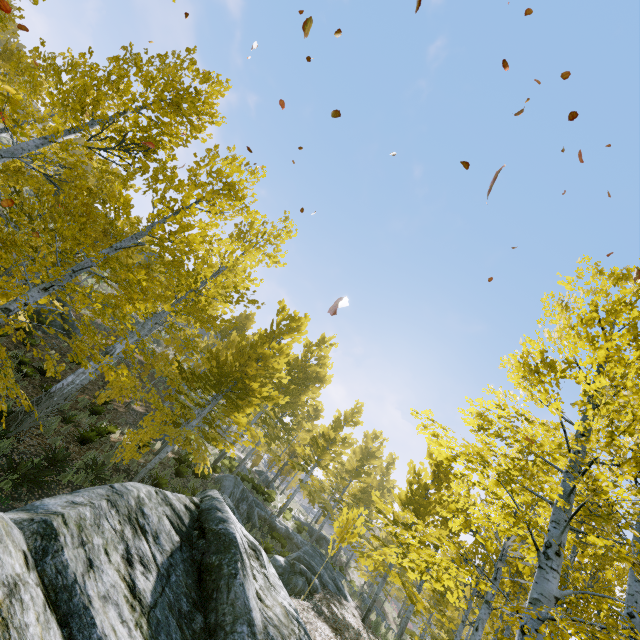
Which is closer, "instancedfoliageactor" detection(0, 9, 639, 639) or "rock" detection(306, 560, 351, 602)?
"instancedfoliageactor" detection(0, 9, 639, 639)

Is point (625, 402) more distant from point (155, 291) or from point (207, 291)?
point (155, 291)

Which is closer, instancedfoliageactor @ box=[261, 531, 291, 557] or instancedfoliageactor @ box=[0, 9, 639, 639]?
instancedfoliageactor @ box=[0, 9, 639, 639]

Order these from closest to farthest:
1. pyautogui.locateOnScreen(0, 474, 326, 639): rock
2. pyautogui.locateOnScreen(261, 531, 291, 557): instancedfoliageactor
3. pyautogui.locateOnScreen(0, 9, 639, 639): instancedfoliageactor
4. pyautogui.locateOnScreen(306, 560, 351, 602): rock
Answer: pyautogui.locateOnScreen(0, 474, 326, 639): rock → pyautogui.locateOnScreen(0, 9, 639, 639): instancedfoliageactor → pyautogui.locateOnScreen(306, 560, 351, 602): rock → pyautogui.locateOnScreen(261, 531, 291, 557): instancedfoliageactor

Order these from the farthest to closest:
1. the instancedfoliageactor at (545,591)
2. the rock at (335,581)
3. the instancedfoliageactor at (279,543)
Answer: the instancedfoliageactor at (279,543) → the rock at (335,581) → the instancedfoliageactor at (545,591)

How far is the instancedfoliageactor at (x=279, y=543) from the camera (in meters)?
14.95
